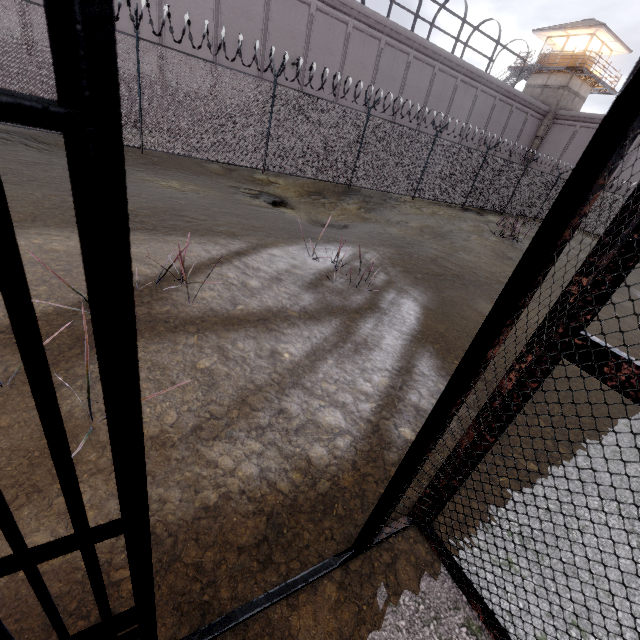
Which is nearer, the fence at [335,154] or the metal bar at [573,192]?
the metal bar at [573,192]

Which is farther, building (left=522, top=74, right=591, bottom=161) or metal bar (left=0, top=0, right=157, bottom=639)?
building (left=522, top=74, right=591, bottom=161)

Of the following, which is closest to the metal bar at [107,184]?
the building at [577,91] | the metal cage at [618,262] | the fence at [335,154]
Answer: the metal cage at [618,262]

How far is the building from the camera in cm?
2869

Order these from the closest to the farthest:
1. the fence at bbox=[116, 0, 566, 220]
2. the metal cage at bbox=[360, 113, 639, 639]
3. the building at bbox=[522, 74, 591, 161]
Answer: the metal cage at bbox=[360, 113, 639, 639], the fence at bbox=[116, 0, 566, 220], the building at bbox=[522, 74, 591, 161]

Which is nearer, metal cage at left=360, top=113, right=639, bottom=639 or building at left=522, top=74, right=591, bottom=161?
metal cage at left=360, top=113, right=639, bottom=639

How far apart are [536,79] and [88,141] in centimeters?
4290cm

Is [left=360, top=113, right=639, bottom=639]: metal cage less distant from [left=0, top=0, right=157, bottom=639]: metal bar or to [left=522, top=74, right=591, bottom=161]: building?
[left=0, top=0, right=157, bottom=639]: metal bar
